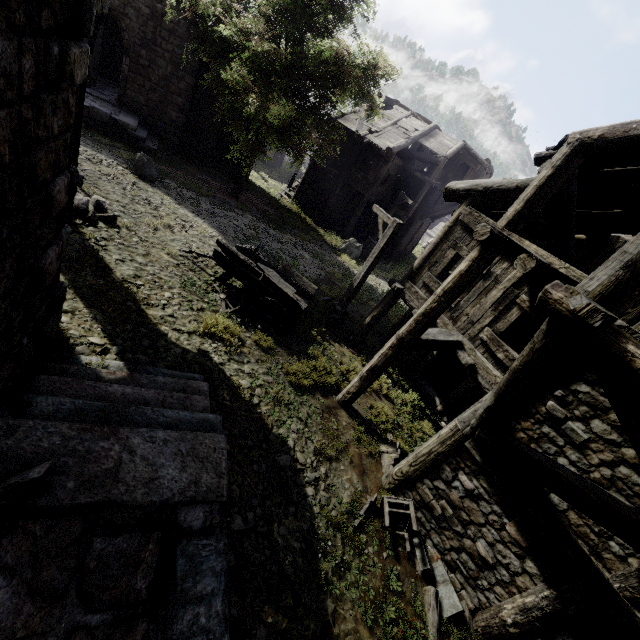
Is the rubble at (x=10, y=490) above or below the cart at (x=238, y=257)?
above

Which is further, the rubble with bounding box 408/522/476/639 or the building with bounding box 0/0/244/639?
the rubble with bounding box 408/522/476/639

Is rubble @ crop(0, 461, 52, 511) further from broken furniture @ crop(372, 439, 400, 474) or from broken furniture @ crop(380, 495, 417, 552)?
broken furniture @ crop(372, 439, 400, 474)

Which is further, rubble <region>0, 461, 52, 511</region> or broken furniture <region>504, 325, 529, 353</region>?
broken furniture <region>504, 325, 529, 353</region>

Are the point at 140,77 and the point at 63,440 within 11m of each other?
no

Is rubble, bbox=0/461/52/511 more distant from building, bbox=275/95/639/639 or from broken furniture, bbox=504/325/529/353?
broken furniture, bbox=504/325/529/353

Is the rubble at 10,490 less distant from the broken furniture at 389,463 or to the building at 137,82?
Result: the building at 137,82

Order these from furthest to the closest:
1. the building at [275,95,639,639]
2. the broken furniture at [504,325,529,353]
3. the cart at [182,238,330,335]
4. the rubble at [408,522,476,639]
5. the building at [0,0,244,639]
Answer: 1. the cart at [182,238,330,335]
2. the broken furniture at [504,325,529,353]
3. the rubble at [408,522,476,639]
4. the building at [275,95,639,639]
5. the building at [0,0,244,639]
